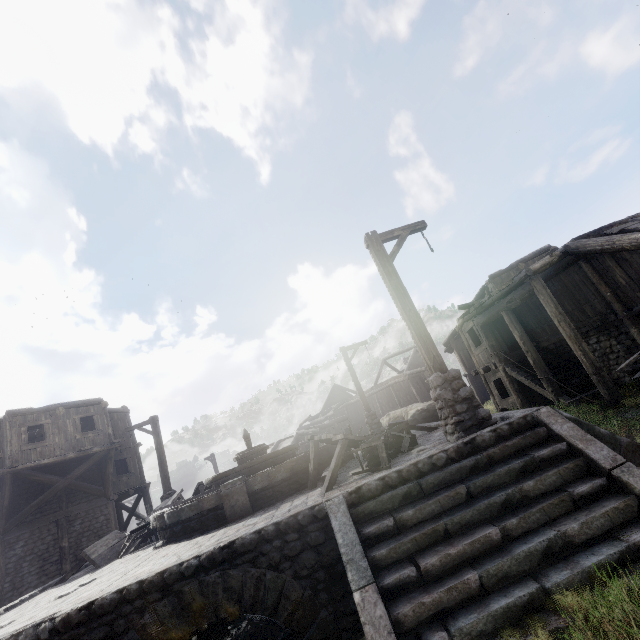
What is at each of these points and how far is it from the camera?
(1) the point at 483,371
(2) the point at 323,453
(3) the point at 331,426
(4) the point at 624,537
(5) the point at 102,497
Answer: (1) building, 16.5 meters
(2) fountain, 8.6 meters
(3) building, 27.8 meters
(4) stairs, 3.7 meters
(5) building, 19.5 meters

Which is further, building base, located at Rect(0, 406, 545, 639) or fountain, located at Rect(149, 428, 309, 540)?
fountain, located at Rect(149, 428, 309, 540)

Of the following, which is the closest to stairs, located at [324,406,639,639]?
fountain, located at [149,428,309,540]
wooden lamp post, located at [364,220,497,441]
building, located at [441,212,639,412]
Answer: wooden lamp post, located at [364,220,497,441]

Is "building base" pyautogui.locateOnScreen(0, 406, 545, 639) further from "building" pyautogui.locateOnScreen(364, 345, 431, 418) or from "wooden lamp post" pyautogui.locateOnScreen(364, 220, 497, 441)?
"building" pyautogui.locateOnScreen(364, 345, 431, 418)

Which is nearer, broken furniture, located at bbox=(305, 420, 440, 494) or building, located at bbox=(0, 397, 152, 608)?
broken furniture, located at bbox=(305, 420, 440, 494)

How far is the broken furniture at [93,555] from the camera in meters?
8.6 m

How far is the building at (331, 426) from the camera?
26.9 meters

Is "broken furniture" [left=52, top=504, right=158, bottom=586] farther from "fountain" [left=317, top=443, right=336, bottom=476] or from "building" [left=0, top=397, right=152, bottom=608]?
"building" [left=0, top=397, right=152, bottom=608]
